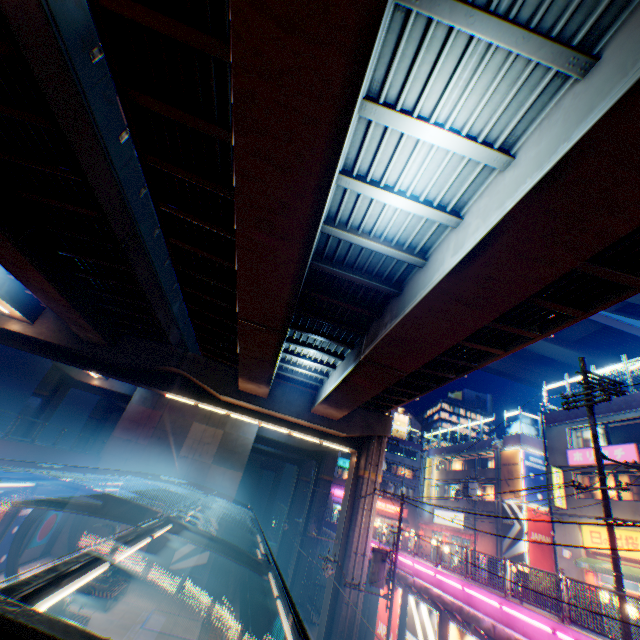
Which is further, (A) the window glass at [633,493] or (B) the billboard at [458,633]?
(A) the window glass at [633,493]

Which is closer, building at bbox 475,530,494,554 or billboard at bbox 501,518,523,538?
billboard at bbox 501,518,523,538

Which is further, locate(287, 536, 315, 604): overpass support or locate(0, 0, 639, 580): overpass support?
locate(287, 536, 315, 604): overpass support

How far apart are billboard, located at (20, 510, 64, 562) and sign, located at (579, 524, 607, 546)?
34.7m

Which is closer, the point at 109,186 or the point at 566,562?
the point at 109,186

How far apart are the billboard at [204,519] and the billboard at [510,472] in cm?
2535

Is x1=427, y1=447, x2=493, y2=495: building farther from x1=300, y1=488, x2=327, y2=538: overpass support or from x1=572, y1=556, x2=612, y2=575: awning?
x1=572, y1=556, x2=612, y2=575: awning

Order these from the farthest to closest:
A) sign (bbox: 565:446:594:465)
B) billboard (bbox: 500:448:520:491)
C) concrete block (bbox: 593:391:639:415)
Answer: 1. billboard (bbox: 500:448:520:491)
2. sign (bbox: 565:446:594:465)
3. concrete block (bbox: 593:391:639:415)
